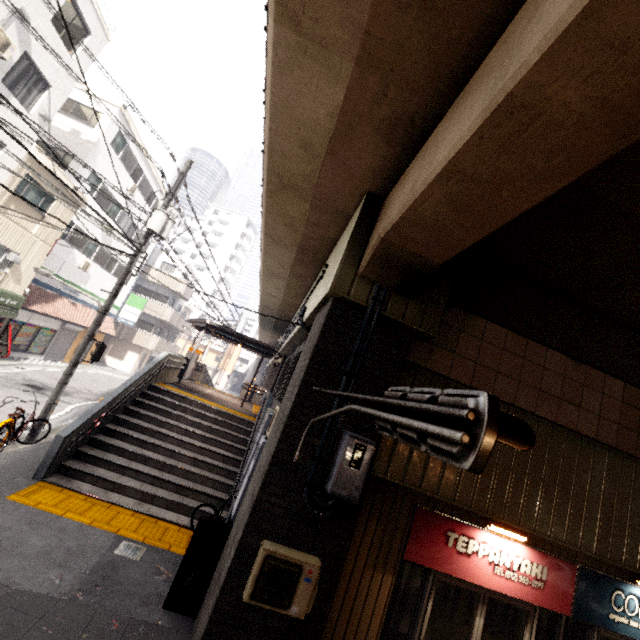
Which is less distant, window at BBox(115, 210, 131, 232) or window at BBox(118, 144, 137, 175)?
window at BBox(118, 144, 137, 175)

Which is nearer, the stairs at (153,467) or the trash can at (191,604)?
the trash can at (191,604)

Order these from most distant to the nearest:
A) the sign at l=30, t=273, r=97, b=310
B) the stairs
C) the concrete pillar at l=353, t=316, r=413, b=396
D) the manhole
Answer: the sign at l=30, t=273, r=97, b=310
the manhole
the stairs
the concrete pillar at l=353, t=316, r=413, b=396

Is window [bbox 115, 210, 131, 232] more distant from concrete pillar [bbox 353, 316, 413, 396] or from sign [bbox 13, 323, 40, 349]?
concrete pillar [bbox 353, 316, 413, 396]

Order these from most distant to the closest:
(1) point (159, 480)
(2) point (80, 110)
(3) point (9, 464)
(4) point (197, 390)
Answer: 1. (2) point (80, 110)
2. (4) point (197, 390)
3. (1) point (159, 480)
4. (3) point (9, 464)

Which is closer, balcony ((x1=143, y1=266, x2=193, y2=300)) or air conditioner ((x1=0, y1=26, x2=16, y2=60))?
air conditioner ((x1=0, y1=26, x2=16, y2=60))

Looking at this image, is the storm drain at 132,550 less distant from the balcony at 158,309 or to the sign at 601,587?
the sign at 601,587

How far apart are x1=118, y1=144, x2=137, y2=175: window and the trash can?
21.7 meters
